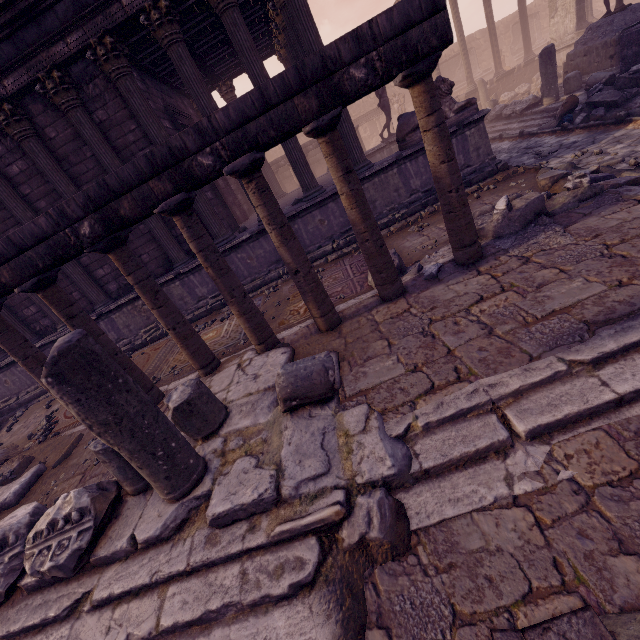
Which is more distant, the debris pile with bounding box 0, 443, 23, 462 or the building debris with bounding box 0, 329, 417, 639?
the debris pile with bounding box 0, 443, 23, 462

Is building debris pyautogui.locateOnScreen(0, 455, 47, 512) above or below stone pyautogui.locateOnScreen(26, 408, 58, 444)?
above

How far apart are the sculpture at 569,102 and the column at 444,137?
8.7 meters

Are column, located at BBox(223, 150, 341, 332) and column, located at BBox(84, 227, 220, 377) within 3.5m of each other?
yes

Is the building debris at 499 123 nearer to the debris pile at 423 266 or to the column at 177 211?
the debris pile at 423 266

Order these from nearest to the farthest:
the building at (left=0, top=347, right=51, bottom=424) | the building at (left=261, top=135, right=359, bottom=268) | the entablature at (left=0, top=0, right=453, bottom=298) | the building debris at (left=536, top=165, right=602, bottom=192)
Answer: the entablature at (left=0, top=0, right=453, bottom=298) < the building debris at (left=536, top=165, right=602, bottom=192) < the building at (left=261, top=135, right=359, bottom=268) < the building at (left=0, top=347, right=51, bottom=424)

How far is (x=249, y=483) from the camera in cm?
280

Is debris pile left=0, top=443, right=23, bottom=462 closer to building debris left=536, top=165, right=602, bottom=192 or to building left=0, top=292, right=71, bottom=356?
building left=0, top=292, right=71, bottom=356
